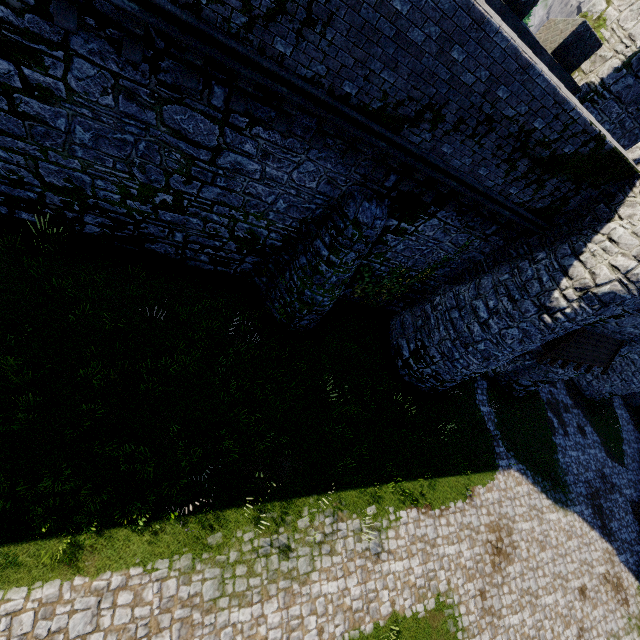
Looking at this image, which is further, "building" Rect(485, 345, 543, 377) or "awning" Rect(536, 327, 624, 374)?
"building" Rect(485, 345, 543, 377)

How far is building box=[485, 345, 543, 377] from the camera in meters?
16.8 m

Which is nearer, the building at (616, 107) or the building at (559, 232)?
the building at (559, 232)

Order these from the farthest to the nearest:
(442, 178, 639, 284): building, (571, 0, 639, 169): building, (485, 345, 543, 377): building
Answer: (485, 345, 543, 377): building, (571, 0, 639, 169): building, (442, 178, 639, 284): building

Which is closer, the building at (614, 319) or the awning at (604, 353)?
the building at (614, 319)

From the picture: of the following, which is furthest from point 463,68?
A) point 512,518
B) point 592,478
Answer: point 592,478

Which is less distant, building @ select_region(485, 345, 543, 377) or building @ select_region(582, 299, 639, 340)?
building @ select_region(582, 299, 639, 340)
